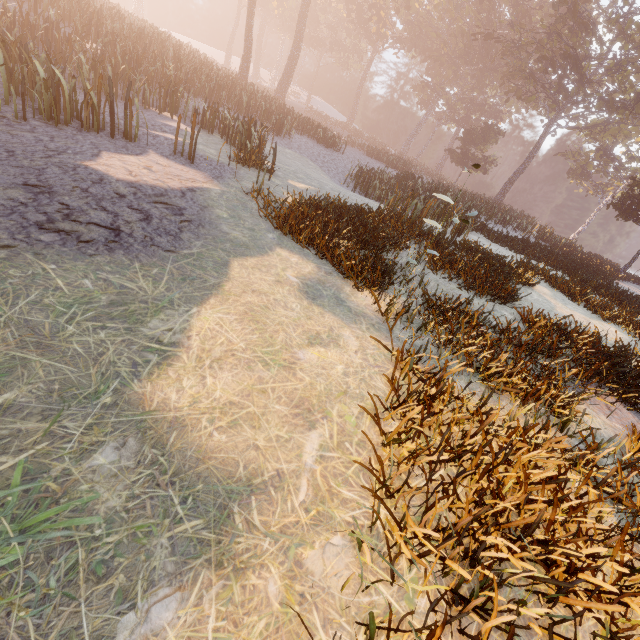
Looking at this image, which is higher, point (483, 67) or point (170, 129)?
point (483, 67)
